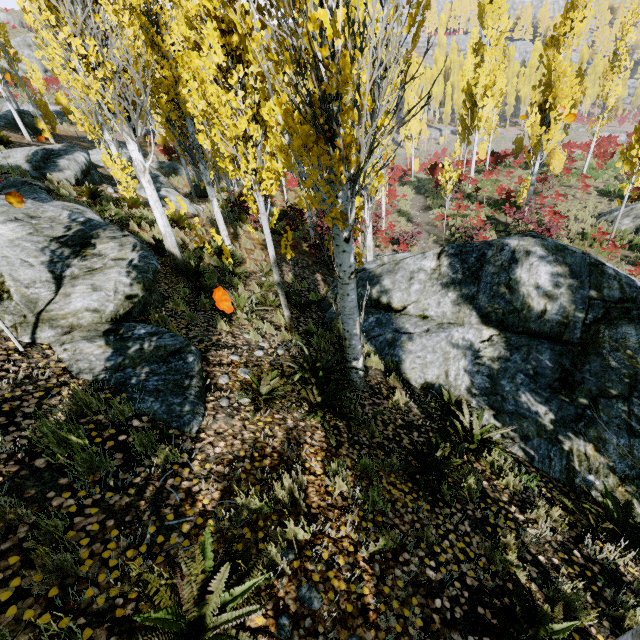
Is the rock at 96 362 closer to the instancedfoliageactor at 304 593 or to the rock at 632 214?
the instancedfoliageactor at 304 593

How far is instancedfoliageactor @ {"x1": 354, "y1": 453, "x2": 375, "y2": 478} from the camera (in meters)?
3.59

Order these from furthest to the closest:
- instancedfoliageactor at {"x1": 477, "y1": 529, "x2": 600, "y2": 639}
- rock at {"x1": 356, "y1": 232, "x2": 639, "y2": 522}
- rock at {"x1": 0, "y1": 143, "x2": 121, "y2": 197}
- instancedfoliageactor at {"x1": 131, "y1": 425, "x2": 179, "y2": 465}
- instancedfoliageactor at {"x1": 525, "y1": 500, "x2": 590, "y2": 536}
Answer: rock at {"x1": 0, "y1": 143, "x2": 121, "y2": 197}, rock at {"x1": 356, "y1": 232, "x2": 639, "y2": 522}, instancedfoliageactor at {"x1": 525, "y1": 500, "x2": 590, "y2": 536}, instancedfoliageactor at {"x1": 131, "y1": 425, "x2": 179, "y2": 465}, instancedfoliageactor at {"x1": 477, "y1": 529, "x2": 600, "y2": 639}

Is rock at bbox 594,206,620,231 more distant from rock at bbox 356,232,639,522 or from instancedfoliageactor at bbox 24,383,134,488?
rock at bbox 356,232,639,522

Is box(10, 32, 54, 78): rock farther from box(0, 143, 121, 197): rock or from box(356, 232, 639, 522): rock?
box(356, 232, 639, 522): rock

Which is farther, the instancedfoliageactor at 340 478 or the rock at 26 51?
the rock at 26 51

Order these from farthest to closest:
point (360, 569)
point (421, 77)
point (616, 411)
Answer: point (421, 77)
point (616, 411)
point (360, 569)
